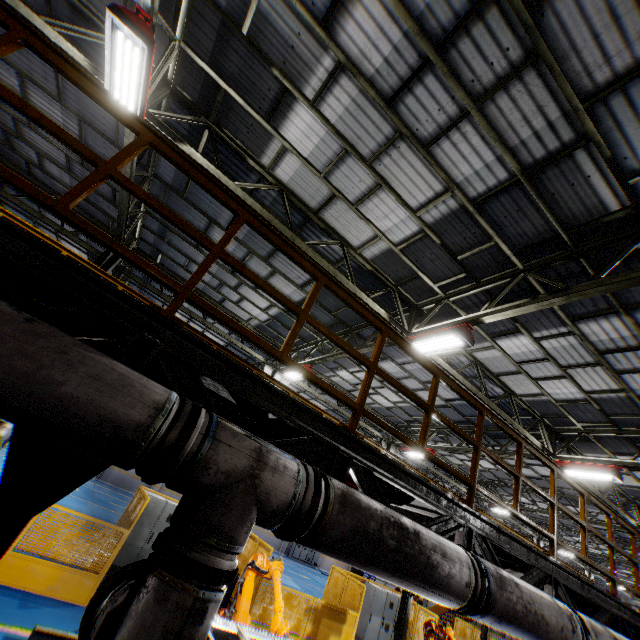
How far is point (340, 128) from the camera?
5.8 meters

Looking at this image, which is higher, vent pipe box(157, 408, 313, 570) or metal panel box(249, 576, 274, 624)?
vent pipe box(157, 408, 313, 570)

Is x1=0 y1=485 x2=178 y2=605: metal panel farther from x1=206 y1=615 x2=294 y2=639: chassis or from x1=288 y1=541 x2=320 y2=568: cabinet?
x1=288 y1=541 x2=320 y2=568: cabinet

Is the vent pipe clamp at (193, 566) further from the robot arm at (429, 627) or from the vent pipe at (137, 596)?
the robot arm at (429, 627)

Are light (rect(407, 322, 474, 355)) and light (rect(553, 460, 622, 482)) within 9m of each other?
yes

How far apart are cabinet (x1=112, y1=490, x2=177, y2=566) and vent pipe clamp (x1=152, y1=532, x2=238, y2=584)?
8.85m

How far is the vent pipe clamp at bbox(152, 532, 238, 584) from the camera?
1.70m

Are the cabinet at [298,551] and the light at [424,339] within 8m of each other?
no
